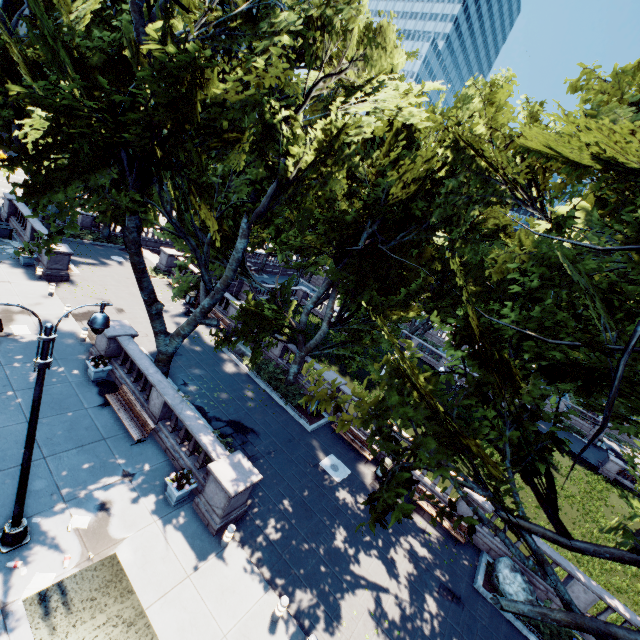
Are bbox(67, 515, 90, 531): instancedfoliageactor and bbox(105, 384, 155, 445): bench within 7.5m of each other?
yes

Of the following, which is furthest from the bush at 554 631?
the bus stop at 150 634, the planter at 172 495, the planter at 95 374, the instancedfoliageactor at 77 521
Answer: the planter at 95 374

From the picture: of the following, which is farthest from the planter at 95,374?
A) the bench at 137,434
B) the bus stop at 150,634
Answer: the bus stop at 150,634

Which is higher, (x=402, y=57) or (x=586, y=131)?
(x=402, y=57)

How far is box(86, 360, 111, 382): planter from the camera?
14.8m

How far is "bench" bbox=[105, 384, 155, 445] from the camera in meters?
13.2

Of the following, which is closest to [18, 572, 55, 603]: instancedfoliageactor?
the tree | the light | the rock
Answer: the light

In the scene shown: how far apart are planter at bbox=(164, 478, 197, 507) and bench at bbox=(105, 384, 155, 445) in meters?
2.4 m
